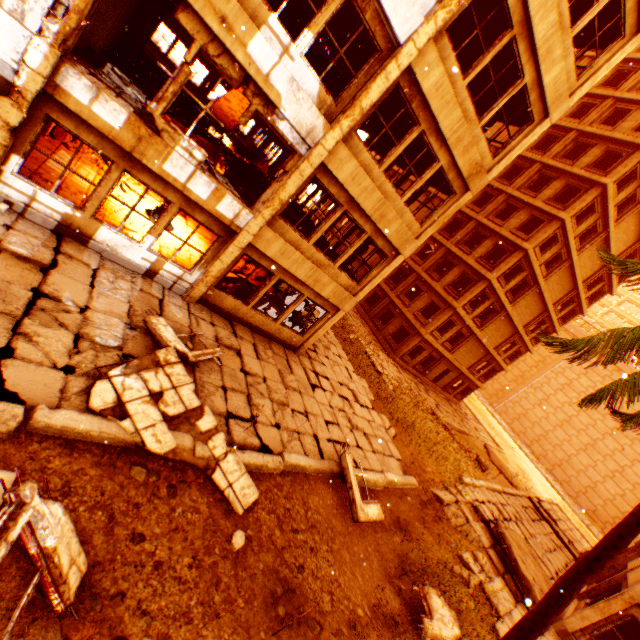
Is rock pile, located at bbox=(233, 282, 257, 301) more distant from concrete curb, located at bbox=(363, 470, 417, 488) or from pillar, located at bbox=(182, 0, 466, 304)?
concrete curb, located at bbox=(363, 470, 417, 488)

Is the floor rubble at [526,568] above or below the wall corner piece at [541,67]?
below

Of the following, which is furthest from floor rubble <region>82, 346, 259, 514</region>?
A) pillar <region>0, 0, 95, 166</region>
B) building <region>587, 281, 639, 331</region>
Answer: building <region>587, 281, 639, 331</region>

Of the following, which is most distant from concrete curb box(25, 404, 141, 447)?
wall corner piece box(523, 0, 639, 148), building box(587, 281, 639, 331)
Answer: building box(587, 281, 639, 331)

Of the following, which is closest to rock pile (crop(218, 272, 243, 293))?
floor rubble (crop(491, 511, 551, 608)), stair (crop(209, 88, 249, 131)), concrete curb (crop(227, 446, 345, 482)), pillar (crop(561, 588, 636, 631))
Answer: stair (crop(209, 88, 249, 131))

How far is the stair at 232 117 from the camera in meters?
20.2

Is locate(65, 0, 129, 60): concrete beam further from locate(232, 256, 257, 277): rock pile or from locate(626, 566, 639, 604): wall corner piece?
locate(626, 566, 639, 604): wall corner piece

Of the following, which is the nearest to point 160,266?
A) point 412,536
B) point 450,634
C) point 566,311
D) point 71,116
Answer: point 71,116
